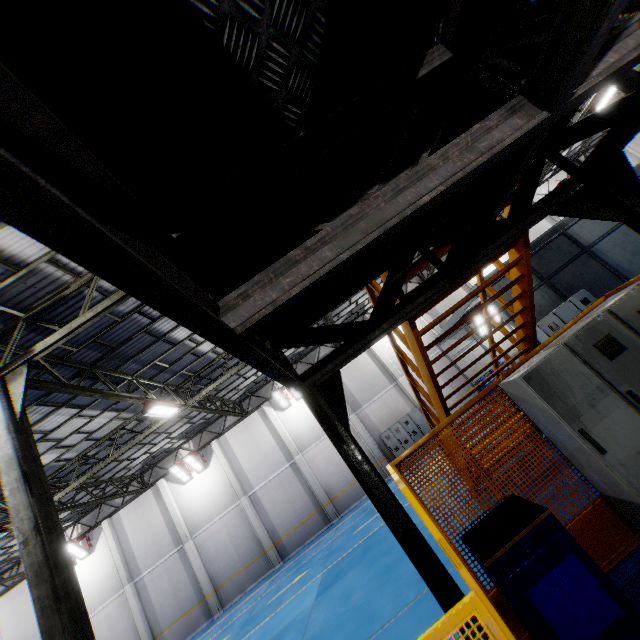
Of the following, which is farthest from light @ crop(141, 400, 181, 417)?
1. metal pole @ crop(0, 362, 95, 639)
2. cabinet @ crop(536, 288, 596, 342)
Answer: cabinet @ crop(536, 288, 596, 342)

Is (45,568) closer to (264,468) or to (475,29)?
(475,29)

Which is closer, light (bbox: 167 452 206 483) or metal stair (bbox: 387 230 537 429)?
metal stair (bbox: 387 230 537 429)

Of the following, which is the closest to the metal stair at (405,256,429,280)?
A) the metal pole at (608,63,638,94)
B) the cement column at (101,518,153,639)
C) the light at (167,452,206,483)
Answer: the metal pole at (608,63,638,94)

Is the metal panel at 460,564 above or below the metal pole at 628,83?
below

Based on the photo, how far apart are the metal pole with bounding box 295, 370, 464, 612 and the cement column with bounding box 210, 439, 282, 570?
18.89m

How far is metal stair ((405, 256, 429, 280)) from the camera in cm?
403

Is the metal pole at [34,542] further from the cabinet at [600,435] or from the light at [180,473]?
the light at [180,473]
